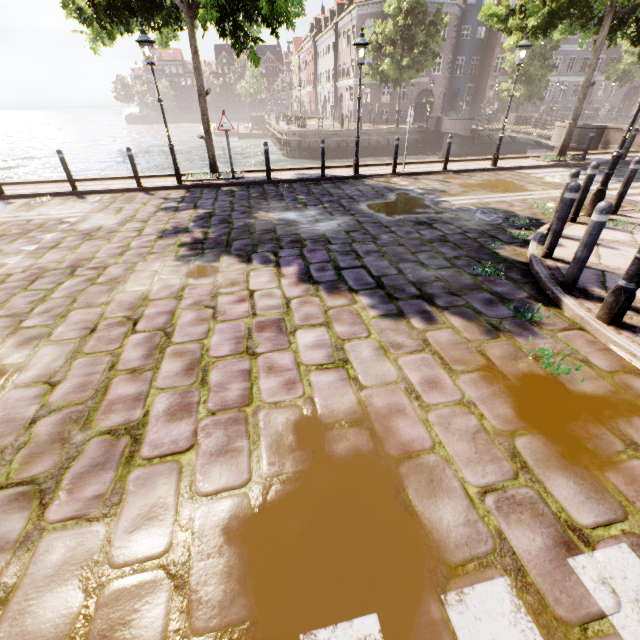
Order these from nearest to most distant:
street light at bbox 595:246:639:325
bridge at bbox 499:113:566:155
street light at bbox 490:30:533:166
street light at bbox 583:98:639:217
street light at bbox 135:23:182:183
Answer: street light at bbox 595:246:639:325
street light at bbox 583:98:639:217
street light at bbox 135:23:182:183
street light at bbox 490:30:533:166
bridge at bbox 499:113:566:155

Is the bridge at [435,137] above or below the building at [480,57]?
below

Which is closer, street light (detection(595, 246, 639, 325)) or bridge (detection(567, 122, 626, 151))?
street light (detection(595, 246, 639, 325))

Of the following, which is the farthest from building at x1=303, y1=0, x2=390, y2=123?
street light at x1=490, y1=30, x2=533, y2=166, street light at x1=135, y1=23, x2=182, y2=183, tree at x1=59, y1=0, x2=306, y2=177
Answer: street light at x1=135, y1=23, x2=182, y2=183

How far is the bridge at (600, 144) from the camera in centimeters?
1608cm

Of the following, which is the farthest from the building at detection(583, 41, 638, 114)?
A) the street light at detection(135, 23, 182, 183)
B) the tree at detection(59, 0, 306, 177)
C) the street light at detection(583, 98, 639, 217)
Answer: the street light at detection(583, 98, 639, 217)

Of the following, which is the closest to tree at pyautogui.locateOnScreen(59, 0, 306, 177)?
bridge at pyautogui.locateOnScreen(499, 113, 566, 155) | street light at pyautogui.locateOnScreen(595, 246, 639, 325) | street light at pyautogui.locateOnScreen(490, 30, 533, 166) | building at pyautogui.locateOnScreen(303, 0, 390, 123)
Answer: street light at pyautogui.locateOnScreen(490, 30, 533, 166)

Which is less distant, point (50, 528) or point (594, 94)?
point (50, 528)
